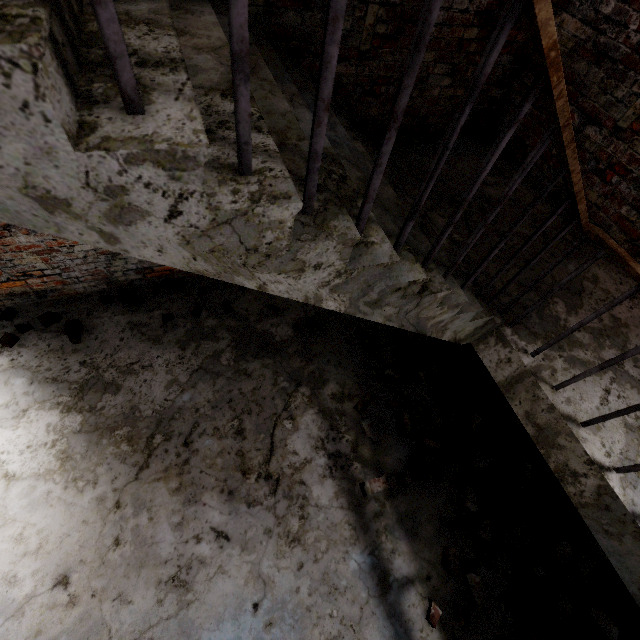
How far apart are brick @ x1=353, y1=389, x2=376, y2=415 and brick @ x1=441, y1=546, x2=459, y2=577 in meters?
1.5

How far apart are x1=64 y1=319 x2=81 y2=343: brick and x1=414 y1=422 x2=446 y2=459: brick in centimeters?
359cm

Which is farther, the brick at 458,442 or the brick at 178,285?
the brick at 178,285

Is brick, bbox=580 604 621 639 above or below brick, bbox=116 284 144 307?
below

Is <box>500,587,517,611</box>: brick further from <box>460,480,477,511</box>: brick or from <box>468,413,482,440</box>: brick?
<box>468,413,482,440</box>: brick

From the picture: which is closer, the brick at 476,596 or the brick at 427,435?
the brick at 476,596

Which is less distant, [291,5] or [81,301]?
[291,5]

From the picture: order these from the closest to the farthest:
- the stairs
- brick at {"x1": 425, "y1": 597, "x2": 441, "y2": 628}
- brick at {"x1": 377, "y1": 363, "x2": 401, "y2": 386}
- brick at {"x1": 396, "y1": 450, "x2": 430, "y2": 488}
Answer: the stairs → brick at {"x1": 425, "y1": 597, "x2": 441, "y2": 628} → brick at {"x1": 396, "y1": 450, "x2": 430, "y2": 488} → brick at {"x1": 377, "y1": 363, "x2": 401, "y2": 386}
